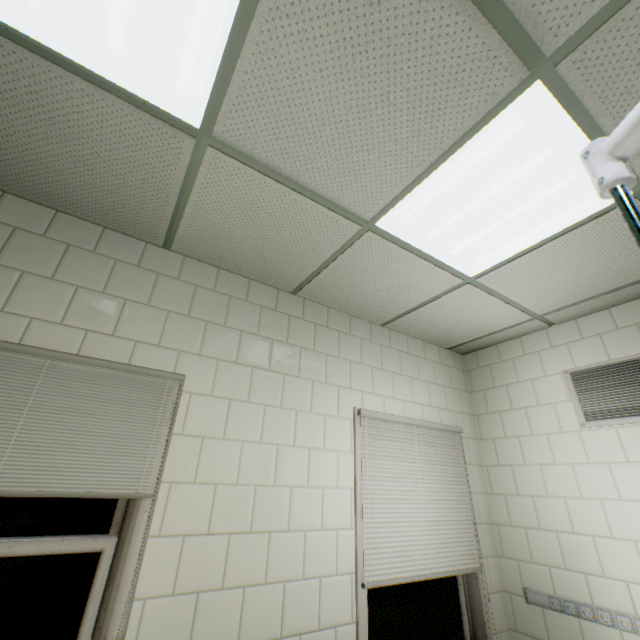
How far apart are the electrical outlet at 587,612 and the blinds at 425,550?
0.5 meters

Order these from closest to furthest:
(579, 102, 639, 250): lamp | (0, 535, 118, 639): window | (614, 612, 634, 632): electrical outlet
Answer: (579, 102, 639, 250): lamp, (0, 535, 118, 639): window, (614, 612, 634, 632): electrical outlet

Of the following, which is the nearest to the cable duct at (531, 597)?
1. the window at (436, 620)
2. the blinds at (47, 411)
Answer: the window at (436, 620)

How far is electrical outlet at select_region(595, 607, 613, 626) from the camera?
2.2 meters

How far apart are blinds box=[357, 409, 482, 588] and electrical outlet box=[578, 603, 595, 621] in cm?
47

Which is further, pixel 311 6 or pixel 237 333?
pixel 237 333

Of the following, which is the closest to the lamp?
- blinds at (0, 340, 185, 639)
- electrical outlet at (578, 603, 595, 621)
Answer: blinds at (0, 340, 185, 639)
